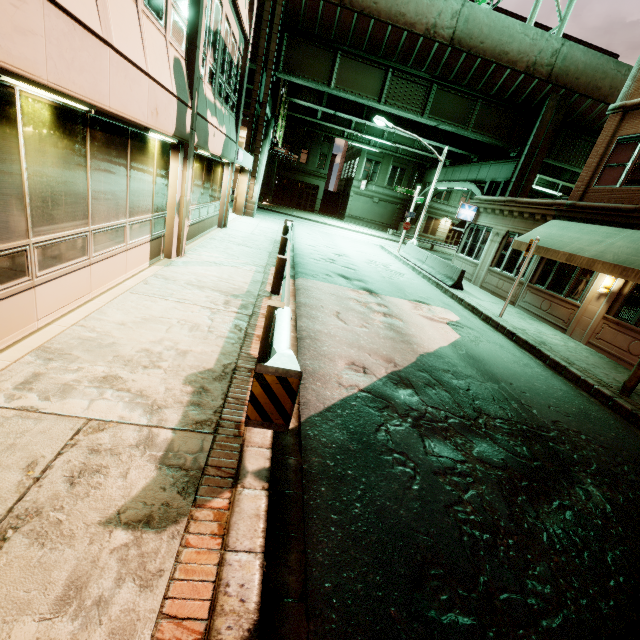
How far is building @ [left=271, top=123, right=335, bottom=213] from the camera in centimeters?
4009cm

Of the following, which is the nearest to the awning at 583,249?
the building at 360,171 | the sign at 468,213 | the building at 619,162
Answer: the building at 619,162

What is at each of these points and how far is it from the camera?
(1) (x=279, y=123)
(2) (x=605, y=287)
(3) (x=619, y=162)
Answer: (1) sign, 24.2 meters
(2) wall light, 11.0 meters
(3) building, 11.6 meters

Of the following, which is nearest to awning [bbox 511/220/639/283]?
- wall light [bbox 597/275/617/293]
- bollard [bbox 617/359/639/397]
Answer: wall light [bbox 597/275/617/293]

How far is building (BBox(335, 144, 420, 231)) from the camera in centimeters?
4106cm

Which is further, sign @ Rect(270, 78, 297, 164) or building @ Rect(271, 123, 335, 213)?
building @ Rect(271, 123, 335, 213)

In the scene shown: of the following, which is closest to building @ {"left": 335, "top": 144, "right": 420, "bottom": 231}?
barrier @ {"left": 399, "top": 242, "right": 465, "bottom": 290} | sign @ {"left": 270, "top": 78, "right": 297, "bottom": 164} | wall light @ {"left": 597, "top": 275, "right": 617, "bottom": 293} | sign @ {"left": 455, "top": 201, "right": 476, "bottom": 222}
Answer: sign @ {"left": 270, "top": 78, "right": 297, "bottom": 164}

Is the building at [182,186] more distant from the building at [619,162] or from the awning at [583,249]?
the building at [619,162]
